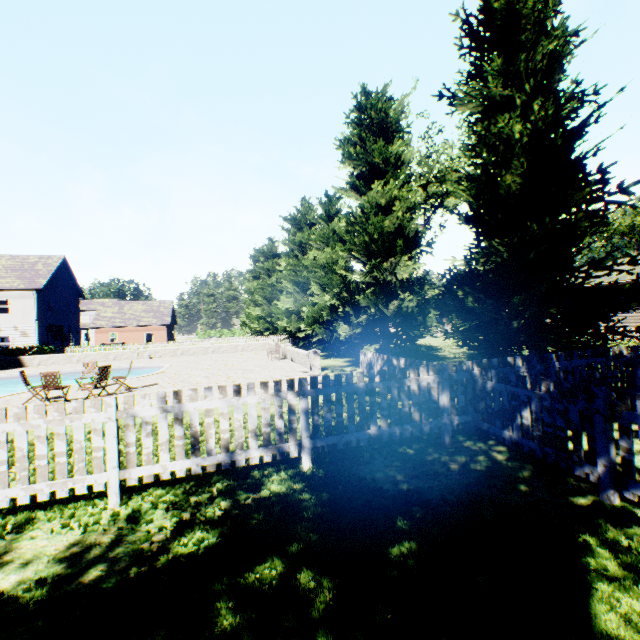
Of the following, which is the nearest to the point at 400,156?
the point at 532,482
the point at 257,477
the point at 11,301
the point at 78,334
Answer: the point at 532,482

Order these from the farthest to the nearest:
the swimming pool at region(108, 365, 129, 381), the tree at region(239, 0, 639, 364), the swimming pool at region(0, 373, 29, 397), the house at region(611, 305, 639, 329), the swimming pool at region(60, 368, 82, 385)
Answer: the house at region(611, 305, 639, 329) → the swimming pool at region(108, 365, 129, 381) → the swimming pool at region(60, 368, 82, 385) → the swimming pool at region(0, 373, 29, 397) → the tree at region(239, 0, 639, 364)

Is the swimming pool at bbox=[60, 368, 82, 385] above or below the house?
below

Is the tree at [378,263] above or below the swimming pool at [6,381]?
above

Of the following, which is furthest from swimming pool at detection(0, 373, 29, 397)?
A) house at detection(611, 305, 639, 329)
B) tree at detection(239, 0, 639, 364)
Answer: house at detection(611, 305, 639, 329)

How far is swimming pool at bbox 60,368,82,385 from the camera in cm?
2059

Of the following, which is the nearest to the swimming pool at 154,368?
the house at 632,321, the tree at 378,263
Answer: the tree at 378,263
